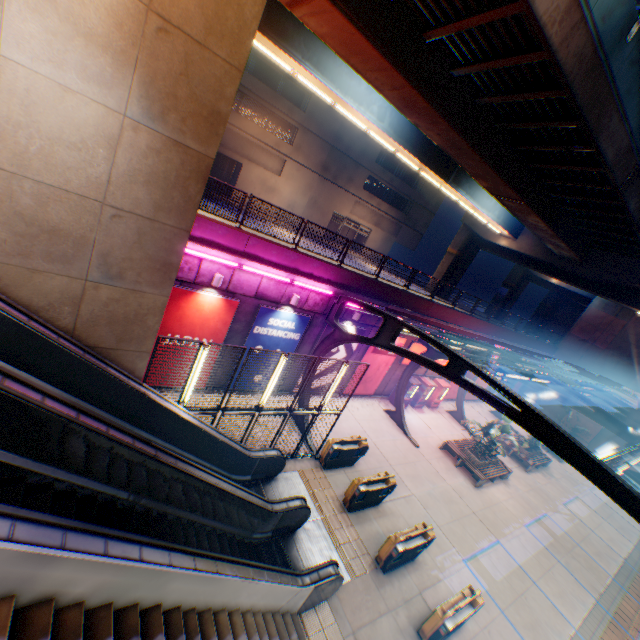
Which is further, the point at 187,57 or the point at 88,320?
the point at 88,320

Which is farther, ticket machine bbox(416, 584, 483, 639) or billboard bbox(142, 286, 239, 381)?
billboard bbox(142, 286, 239, 381)

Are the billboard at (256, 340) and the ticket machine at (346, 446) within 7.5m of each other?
yes

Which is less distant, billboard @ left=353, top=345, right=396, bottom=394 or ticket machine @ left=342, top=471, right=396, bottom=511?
ticket machine @ left=342, top=471, right=396, bottom=511

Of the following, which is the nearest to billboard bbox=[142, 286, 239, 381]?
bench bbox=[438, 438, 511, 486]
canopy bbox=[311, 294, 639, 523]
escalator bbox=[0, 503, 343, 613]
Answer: canopy bbox=[311, 294, 639, 523]

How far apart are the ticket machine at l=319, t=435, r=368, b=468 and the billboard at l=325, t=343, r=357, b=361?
4.00m

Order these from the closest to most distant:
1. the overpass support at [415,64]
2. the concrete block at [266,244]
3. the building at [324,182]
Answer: the overpass support at [415,64] < the concrete block at [266,244] < the building at [324,182]

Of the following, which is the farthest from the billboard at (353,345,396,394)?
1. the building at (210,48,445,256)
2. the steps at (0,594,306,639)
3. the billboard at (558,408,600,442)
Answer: the billboard at (558,408,600,442)
